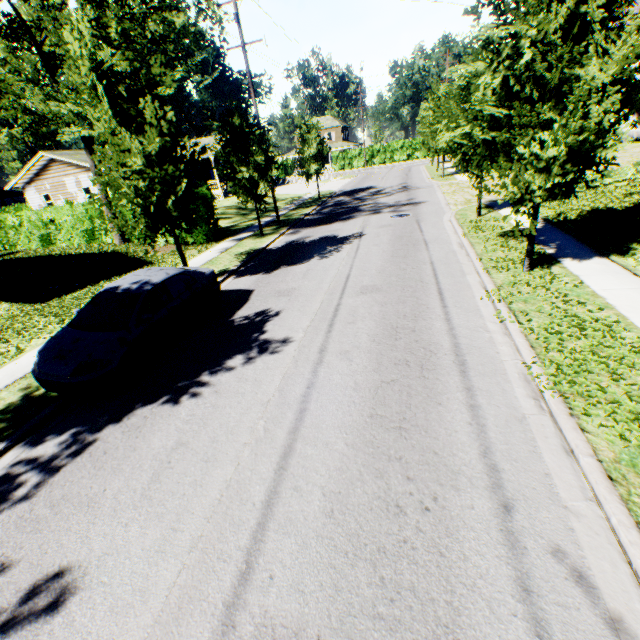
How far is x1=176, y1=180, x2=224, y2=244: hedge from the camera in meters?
17.6

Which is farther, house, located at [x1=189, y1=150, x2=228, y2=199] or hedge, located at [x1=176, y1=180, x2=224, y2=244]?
house, located at [x1=189, y1=150, x2=228, y2=199]

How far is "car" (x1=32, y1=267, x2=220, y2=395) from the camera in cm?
627

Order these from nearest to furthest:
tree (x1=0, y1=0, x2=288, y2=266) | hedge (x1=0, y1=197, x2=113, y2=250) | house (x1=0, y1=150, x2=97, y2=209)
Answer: tree (x1=0, y1=0, x2=288, y2=266)
hedge (x1=0, y1=197, x2=113, y2=250)
house (x1=0, y1=150, x2=97, y2=209)

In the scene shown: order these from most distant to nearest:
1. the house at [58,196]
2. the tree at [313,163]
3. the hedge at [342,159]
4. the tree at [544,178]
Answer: the hedge at [342,159]
the house at [58,196]
the tree at [313,163]
the tree at [544,178]

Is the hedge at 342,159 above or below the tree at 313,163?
below

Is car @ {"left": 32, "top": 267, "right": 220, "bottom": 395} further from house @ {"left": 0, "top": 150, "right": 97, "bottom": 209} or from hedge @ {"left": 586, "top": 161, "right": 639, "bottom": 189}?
house @ {"left": 0, "top": 150, "right": 97, "bottom": 209}

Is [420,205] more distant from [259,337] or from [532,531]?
[532,531]
